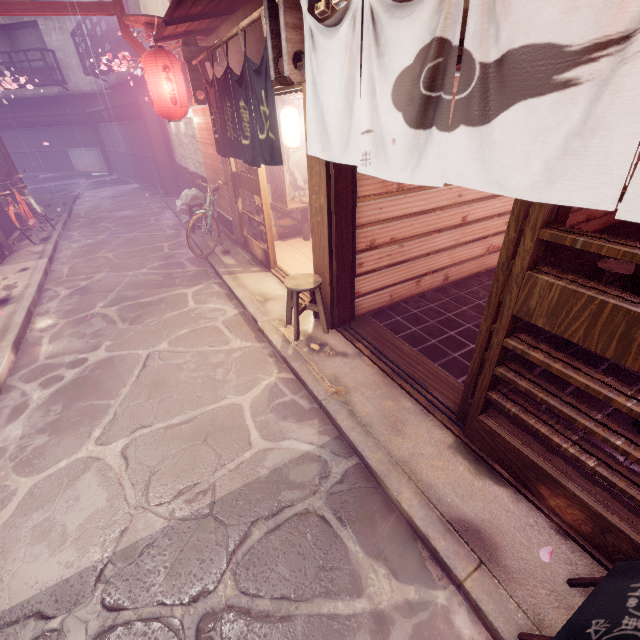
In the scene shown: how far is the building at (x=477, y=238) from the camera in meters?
7.3 m

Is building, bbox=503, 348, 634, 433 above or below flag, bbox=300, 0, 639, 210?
below

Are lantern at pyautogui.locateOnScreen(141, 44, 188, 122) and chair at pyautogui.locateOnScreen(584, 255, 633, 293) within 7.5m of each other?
no

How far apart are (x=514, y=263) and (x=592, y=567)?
3.72m

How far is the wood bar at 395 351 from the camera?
6.2m

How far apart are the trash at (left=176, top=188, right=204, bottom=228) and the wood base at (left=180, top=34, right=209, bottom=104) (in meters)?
5.63

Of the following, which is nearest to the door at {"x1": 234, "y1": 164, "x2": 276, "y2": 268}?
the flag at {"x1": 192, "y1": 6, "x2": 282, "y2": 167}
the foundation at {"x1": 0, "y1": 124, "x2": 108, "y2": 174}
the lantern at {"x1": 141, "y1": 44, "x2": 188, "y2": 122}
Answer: the flag at {"x1": 192, "y1": 6, "x2": 282, "y2": 167}

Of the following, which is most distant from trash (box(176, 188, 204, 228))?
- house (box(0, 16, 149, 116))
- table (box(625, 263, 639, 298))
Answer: house (box(0, 16, 149, 116))
